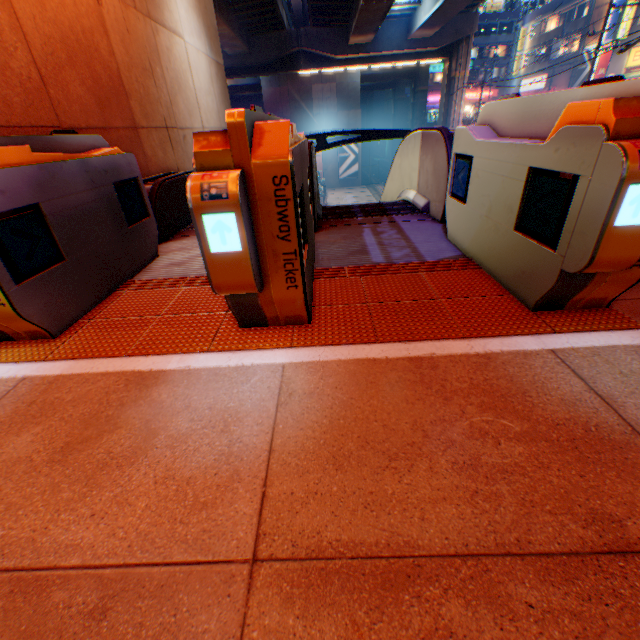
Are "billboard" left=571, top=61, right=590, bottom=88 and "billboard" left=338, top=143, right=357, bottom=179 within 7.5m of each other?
no

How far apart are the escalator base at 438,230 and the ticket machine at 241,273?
0.03m

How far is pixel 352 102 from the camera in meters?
40.4 m

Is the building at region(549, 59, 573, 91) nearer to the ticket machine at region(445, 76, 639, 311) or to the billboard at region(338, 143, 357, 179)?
the billboard at region(338, 143, 357, 179)

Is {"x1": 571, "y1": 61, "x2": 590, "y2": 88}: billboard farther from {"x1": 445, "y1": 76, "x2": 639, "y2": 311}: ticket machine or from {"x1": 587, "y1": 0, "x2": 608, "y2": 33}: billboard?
{"x1": 445, "y1": 76, "x2": 639, "y2": 311}: ticket machine

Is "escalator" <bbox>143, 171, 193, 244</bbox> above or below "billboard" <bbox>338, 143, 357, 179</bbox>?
above

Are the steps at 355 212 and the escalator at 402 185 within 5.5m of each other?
yes

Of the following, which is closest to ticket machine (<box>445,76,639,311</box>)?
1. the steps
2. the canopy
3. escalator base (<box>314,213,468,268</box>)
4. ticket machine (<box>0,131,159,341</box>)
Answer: escalator base (<box>314,213,468,268</box>)
